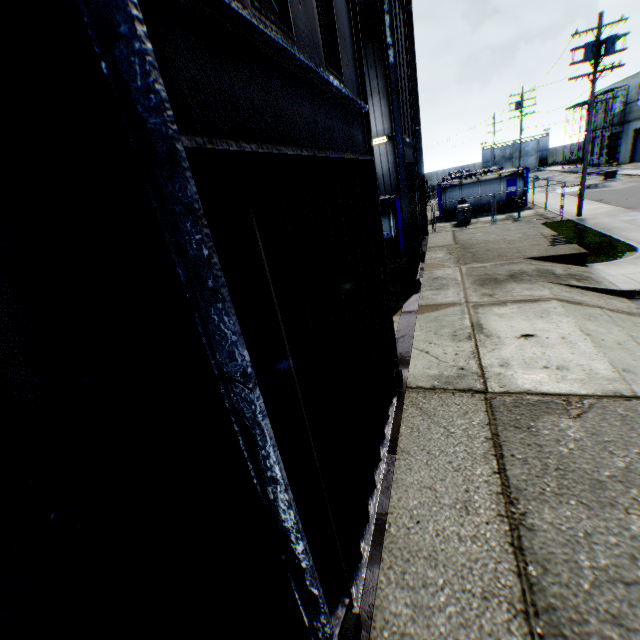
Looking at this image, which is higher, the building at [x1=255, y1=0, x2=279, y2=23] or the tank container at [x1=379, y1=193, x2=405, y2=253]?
the building at [x1=255, y1=0, x2=279, y2=23]

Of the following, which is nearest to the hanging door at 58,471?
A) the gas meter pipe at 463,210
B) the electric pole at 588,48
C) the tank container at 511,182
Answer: the gas meter pipe at 463,210

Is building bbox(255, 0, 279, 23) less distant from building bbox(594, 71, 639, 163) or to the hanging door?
the hanging door

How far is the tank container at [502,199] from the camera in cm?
2657

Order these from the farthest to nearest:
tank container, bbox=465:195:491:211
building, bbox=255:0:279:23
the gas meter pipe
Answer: tank container, bbox=465:195:491:211
the gas meter pipe
building, bbox=255:0:279:23

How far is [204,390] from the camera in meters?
2.4

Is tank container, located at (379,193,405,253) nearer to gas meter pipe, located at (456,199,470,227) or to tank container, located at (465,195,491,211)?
gas meter pipe, located at (456,199,470,227)

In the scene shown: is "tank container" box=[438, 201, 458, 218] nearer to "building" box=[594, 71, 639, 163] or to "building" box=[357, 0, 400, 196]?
"building" box=[357, 0, 400, 196]
